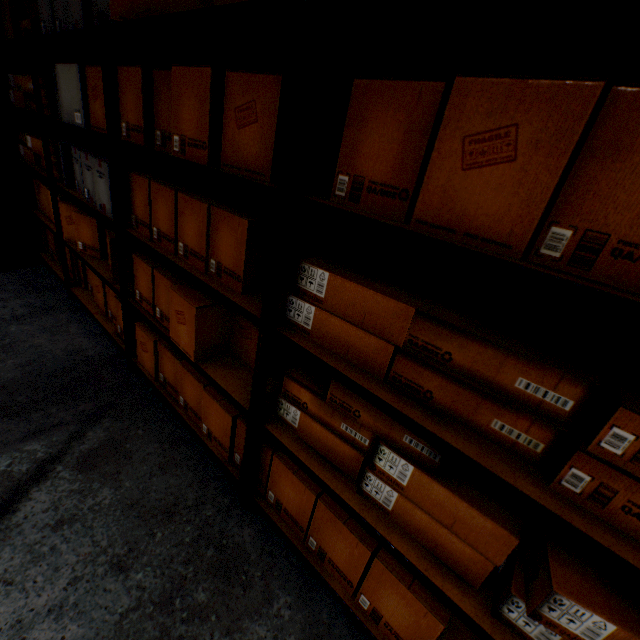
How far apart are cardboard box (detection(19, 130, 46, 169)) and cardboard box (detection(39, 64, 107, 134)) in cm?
14

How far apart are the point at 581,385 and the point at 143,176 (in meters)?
1.80

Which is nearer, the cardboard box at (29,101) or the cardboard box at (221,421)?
the cardboard box at (221,421)

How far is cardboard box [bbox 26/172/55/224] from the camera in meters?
2.7

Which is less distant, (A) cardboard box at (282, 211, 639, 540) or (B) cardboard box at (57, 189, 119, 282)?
(A) cardboard box at (282, 211, 639, 540)

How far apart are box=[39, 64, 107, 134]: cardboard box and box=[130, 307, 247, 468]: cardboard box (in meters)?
1.01

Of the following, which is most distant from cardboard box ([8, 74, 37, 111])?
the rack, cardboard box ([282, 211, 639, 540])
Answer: cardboard box ([282, 211, 639, 540])

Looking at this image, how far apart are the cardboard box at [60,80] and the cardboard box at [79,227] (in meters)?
0.56
